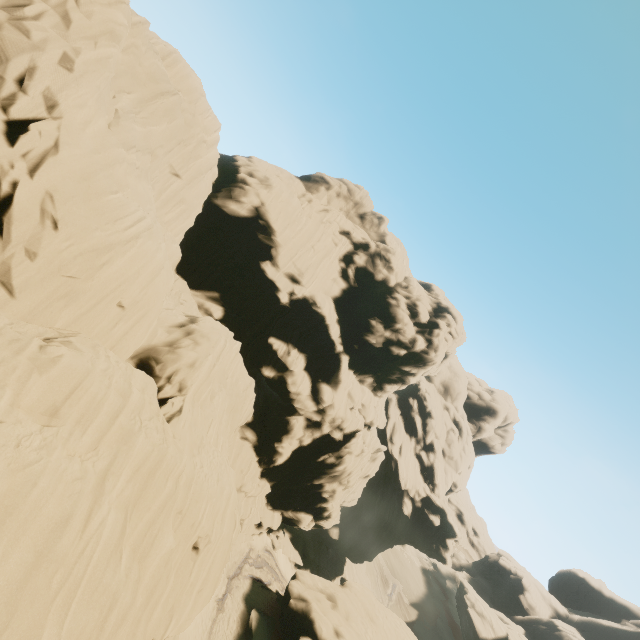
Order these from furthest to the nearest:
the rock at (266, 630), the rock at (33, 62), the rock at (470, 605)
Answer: the rock at (470, 605) < the rock at (266, 630) < the rock at (33, 62)

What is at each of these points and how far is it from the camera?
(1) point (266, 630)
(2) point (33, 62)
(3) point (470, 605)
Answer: (1) rock, 26.06m
(2) rock, 12.88m
(3) rock, 51.31m

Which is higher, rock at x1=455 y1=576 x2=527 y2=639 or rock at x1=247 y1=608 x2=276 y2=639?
rock at x1=455 y1=576 x2=527 y2=639

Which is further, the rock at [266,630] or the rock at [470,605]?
the rock at [470,605]

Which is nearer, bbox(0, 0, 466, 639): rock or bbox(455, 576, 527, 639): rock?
bbox(0, 0, 466, 639): rock

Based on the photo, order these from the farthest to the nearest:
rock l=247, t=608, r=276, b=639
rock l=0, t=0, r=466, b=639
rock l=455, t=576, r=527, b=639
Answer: rock l=455, t=576, r=527, b=639, rock l=247, t=608, r=276, b=639, rock l=0, t=0, r=466, b=639
